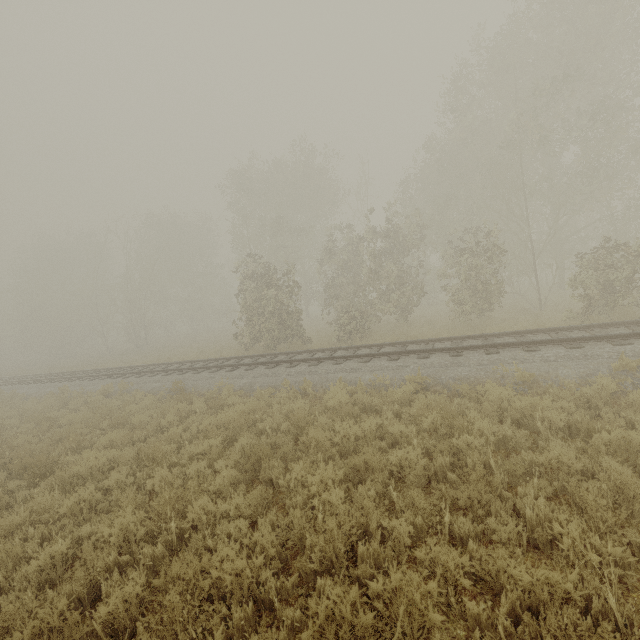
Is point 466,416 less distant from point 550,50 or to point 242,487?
point 242,487
